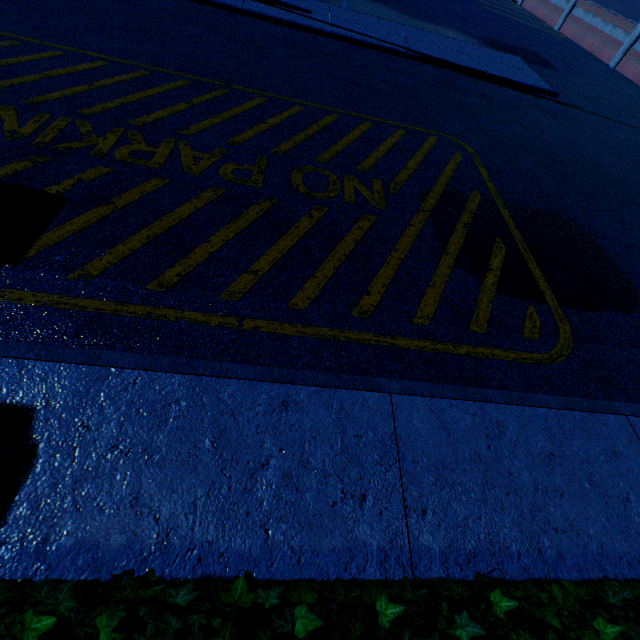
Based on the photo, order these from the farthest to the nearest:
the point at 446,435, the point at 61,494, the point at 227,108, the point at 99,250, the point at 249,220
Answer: the point at 227,108, the point at 249,220, the point at 99,250, the point at 446,435, the point at 61,494
